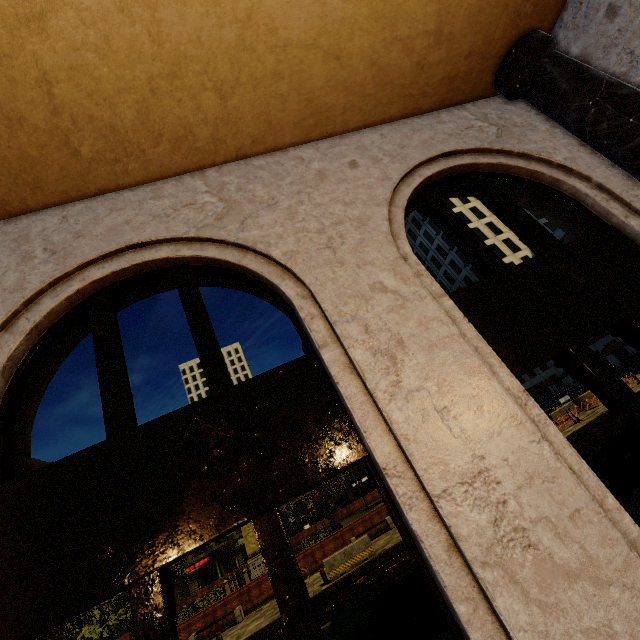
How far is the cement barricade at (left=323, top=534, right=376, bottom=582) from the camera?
14.62m

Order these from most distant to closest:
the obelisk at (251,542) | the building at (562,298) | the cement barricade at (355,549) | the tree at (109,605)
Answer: the obelisk at (251,542) < the tree at (109,605) < the cement barricade at (355,549) < the building at (562,298)

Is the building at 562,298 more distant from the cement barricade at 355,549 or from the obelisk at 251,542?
the obelisk at 251,542

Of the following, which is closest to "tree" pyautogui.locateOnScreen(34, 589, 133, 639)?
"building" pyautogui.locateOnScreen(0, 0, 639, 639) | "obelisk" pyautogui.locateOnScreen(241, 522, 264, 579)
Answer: "building" pyautogui.locateOnScreen(0, 0, 639, 639)

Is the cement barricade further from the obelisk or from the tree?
the obelisk

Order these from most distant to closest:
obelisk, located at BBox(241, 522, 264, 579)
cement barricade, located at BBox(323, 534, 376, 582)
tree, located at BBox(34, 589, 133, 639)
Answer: obelisk, located at BBox(241, 522, 264, 579), tree, located at BBox(34, 589, 133, 639), cement barricade, located at BBox(323, 534, 376, 582)

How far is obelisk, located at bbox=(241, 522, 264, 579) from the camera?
29.1m

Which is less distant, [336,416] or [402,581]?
[336,416]
